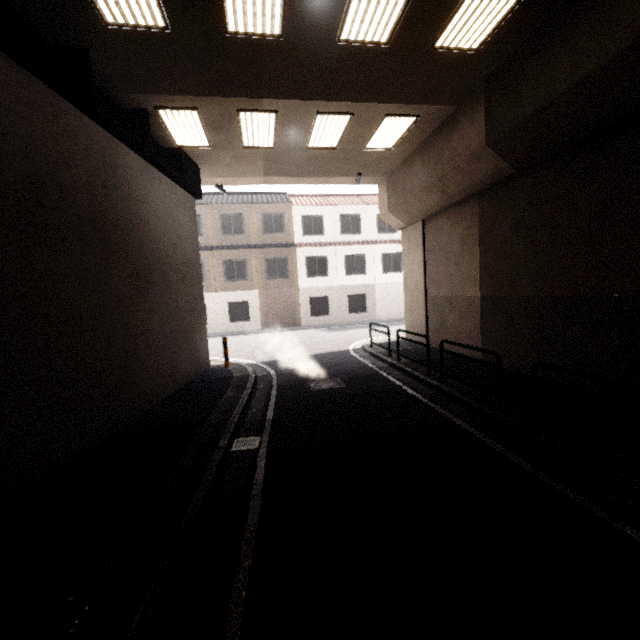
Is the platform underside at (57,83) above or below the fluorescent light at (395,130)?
below

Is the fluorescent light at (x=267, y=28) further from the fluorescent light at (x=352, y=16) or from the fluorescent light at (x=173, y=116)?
the fluorescent light at (x=173, y=116)

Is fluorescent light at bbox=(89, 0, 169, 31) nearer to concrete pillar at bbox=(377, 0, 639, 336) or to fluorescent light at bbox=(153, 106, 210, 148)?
fluorescent light at bbox=(153, 106, 210, 148)

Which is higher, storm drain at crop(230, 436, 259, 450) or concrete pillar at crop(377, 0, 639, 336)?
concrete pillar at crop(377, 0, 639, 336)

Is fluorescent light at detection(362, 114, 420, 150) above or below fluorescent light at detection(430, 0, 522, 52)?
above

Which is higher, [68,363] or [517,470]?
[68,363]

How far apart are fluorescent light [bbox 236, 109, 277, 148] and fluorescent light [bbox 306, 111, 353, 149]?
1.00m

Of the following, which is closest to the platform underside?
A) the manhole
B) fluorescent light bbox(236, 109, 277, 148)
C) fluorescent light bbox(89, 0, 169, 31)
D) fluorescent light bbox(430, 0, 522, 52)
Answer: fluorescent light bbox(89, 0, 169, 31)
